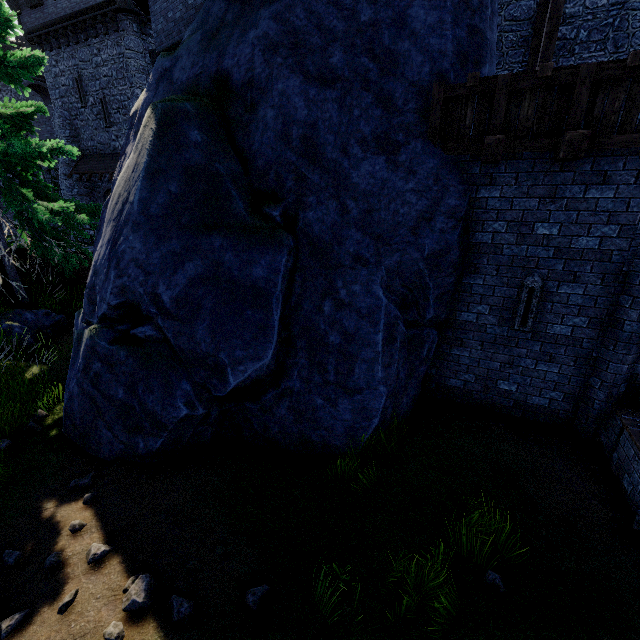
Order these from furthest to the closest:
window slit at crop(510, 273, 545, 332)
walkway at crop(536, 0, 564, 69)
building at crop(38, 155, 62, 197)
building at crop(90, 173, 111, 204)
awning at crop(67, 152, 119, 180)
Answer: building at crop(38, 155, 62, 197) < building at crop(90, 173, 111, 204) < awning at crop(67, 152, 119, 180) < walkway at crop(536, 0, 564, 69) < window slit at crop(510, 273, 545, 332)

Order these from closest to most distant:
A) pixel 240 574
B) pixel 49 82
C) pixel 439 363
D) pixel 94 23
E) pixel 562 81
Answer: pixel 240 574 → pixel 562 81 → pixel 439 363 → pixel 94 23 → pixel 49 82

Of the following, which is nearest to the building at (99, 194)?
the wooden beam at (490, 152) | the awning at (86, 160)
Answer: the awning at (86, 160)

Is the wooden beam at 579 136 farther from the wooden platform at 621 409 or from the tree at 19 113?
the tree at 19 113

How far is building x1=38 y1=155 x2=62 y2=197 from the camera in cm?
3142

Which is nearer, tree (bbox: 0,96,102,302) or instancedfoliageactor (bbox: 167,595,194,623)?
instancedfoliageactor (bbox: 167,595,194,623)

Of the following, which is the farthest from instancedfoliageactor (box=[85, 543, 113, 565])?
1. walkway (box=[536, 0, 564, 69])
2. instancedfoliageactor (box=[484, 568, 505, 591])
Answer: walkway (box=[536, 0, 564, 69])

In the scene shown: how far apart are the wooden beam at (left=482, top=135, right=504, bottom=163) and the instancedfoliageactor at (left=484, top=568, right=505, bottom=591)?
5.5 meters
